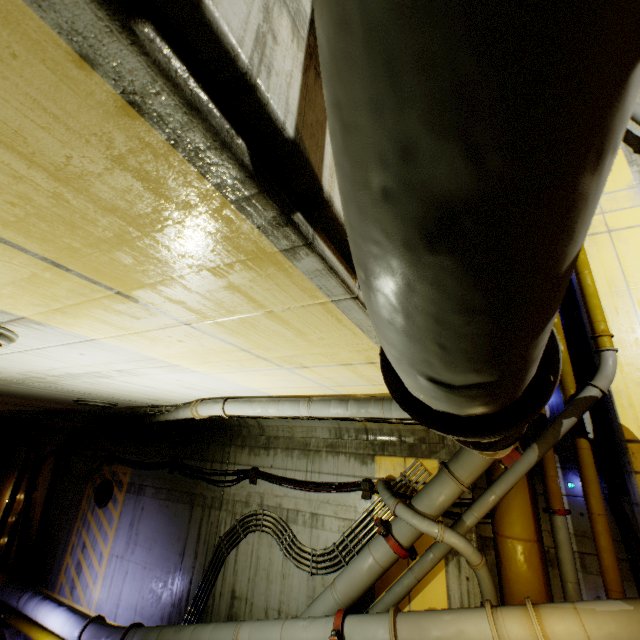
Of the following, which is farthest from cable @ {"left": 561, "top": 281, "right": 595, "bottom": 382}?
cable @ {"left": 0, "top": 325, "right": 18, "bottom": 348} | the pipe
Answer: cable @ {"left": 0, "top": 325, "right": 18, "bottom": 348}

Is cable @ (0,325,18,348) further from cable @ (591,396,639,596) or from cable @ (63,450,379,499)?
cable @ (591,396,639,596)

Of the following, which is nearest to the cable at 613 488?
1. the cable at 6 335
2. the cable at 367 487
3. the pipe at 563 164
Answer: the pipe at 563 164

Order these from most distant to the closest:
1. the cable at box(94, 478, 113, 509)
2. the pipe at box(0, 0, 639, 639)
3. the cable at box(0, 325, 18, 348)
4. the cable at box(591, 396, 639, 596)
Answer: the cable at box(94, 478, 113, 509) → the cable at box(591, 396, 639, 596) → the cable at box(0, 325, 18, 348) → the pipe at box(0, 0, 639, 639)

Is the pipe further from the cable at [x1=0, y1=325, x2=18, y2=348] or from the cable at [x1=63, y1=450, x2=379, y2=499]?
the cable at [x1=0, y1=325, x2=18, y2=348]

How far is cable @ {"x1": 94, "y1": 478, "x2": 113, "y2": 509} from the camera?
10.13m

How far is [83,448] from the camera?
11.7 meters

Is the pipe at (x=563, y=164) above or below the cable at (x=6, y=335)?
below
